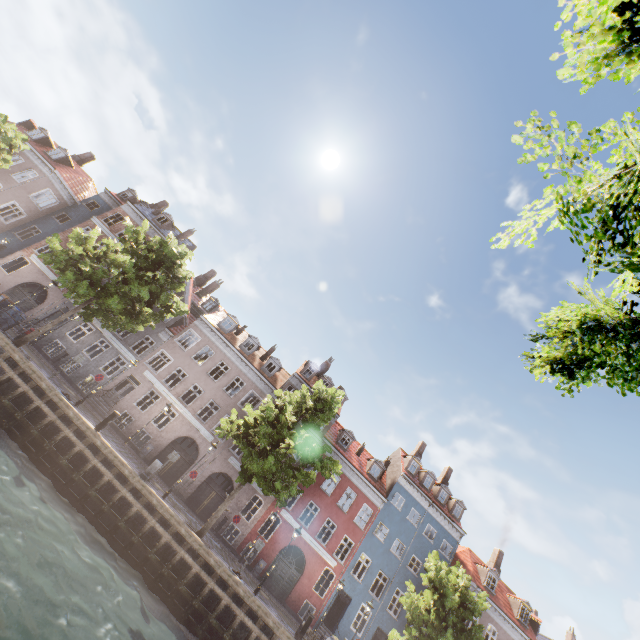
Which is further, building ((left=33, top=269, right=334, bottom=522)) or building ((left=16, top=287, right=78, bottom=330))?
building ((left=16, top=287, right=78, bottom=330))

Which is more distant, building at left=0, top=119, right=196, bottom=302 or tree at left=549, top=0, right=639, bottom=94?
building at left=0, top=119, right=196, bottom=302

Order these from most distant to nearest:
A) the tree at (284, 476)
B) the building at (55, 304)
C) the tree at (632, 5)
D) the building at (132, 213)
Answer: the building at (132, 213) < the building at (55, 304) < the tree at (284, 476) < the tree at (632, 5)

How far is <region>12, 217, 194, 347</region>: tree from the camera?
17.2 meters

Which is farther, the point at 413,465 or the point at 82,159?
the point at 82,159

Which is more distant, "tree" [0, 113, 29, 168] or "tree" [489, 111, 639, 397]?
"tree" [0, 113, 29, 168]

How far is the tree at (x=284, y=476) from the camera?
16.4 meters
